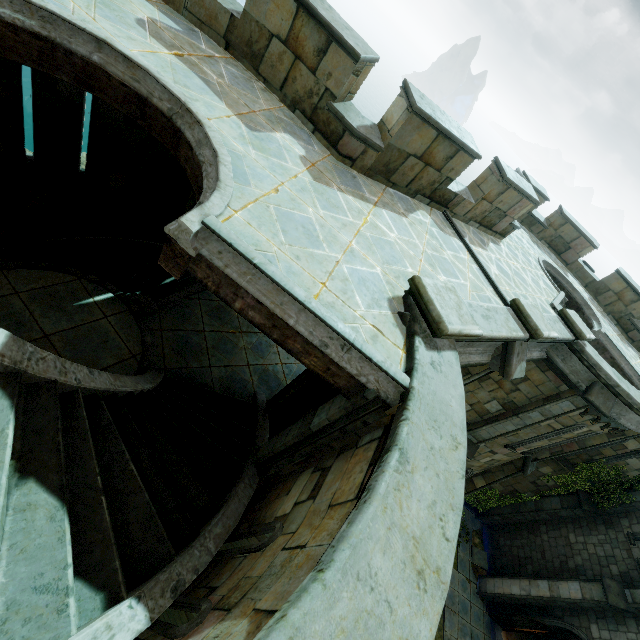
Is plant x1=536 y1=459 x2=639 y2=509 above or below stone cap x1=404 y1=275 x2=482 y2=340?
below

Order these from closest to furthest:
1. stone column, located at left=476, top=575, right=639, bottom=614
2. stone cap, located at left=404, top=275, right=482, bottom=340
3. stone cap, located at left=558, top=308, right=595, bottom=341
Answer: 1. stone cap, located at left=404, top=275, right=482, bottom=340
2. stone cap, located at left=558, top=308, right=595, bottom=341
3. stone column, located at left=476, top=575, right=639, bottom=614

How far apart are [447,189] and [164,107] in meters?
6.1 m

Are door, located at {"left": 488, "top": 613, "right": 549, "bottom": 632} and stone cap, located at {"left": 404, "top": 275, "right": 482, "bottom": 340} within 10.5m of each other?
no

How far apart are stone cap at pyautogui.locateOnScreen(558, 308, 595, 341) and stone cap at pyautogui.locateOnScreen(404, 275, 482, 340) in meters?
5.6 m

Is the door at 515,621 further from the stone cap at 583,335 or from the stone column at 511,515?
the stone cap at 583,335

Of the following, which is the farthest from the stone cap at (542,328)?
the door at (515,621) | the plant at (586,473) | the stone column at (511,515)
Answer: the door at (515,621)

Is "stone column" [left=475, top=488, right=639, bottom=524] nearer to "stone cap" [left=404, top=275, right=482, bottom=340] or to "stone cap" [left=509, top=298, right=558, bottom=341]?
"stone cap" [left=509, top=298, right=558, bottom=341]
